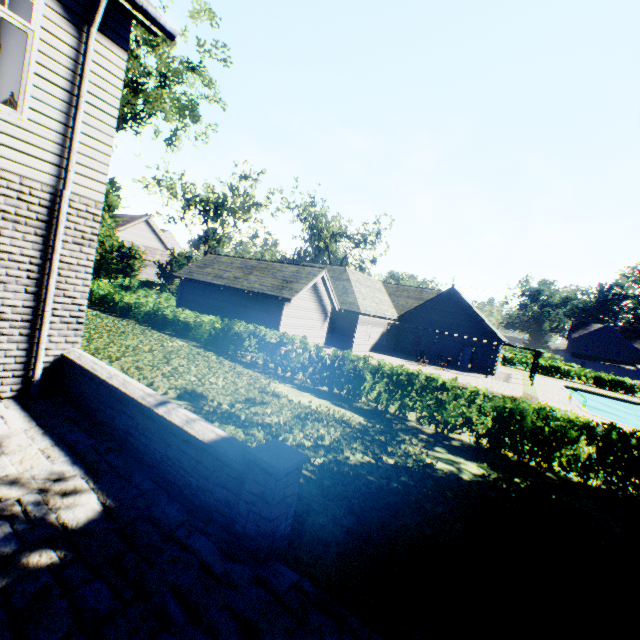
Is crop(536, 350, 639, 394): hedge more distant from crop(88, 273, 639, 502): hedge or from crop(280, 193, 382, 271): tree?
crop(88, 273, 639, 502): hedge

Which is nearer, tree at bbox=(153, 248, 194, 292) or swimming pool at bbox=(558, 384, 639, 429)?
swimming pool at bbox=(558, 384, 639, 429)

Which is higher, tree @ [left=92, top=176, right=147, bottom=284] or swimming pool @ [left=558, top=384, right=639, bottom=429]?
tree @ [left=92, top=176, right=147, bottom=284]

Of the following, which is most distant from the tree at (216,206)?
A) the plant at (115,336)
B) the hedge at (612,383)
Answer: the plant at (115,336)

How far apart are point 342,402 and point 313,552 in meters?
8.6

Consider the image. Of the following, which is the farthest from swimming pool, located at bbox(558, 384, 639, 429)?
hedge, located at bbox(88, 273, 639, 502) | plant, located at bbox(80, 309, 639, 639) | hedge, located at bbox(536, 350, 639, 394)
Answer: hedge, located at bbox(88, 273, 639, 502)

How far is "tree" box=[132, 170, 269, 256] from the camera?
31.8m

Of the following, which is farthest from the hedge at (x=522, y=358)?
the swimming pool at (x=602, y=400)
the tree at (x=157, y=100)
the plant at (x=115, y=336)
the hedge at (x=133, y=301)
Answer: the hedge at (x=133, y=301)
